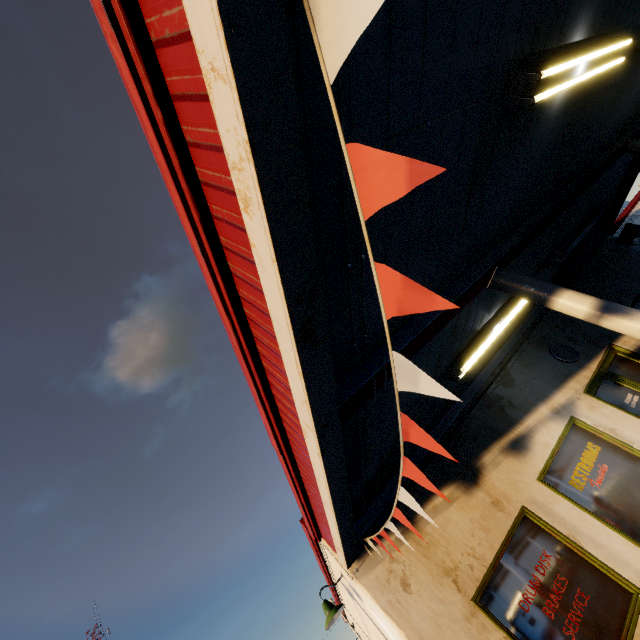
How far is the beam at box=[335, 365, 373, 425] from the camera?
2.7 meters

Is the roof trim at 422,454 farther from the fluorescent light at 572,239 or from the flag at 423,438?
the fluorescent light at 572,239

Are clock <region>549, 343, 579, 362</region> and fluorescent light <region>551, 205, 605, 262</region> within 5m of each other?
yes

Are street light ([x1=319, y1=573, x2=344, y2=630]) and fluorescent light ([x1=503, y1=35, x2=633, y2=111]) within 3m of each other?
no

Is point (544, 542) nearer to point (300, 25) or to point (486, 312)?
point (486, 312)

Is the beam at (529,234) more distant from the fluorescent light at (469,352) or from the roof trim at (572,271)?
the fluorescent light at (469,352)

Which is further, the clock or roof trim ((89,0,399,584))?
the clock

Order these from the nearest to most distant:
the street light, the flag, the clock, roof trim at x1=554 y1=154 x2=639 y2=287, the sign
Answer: the flag
the street light
the clock
roof trim at x1=554 y1=154 x2=639 y2=287
the sign
